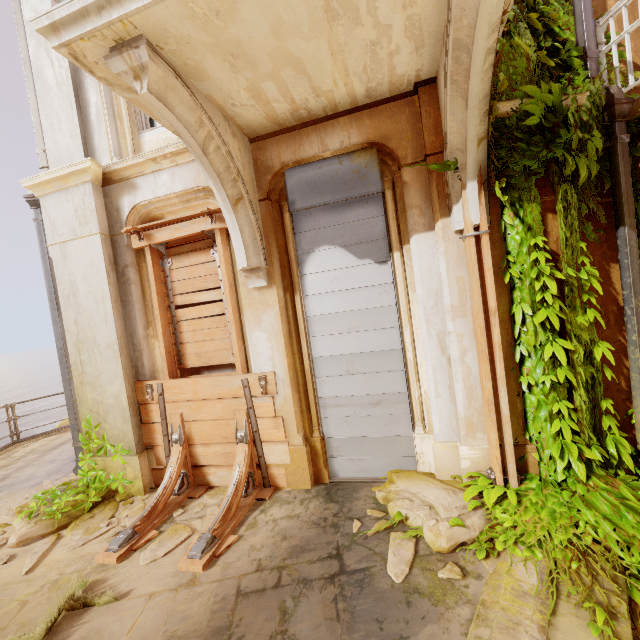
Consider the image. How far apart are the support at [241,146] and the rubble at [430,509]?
2.82m

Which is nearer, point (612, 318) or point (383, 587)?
point (383, 587)

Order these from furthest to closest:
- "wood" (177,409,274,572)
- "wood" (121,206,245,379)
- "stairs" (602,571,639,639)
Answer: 1. "wood" (121,206,245,379)
2. "wood" (177,409,274,572)
3. "stairs" (602,571,639,639)

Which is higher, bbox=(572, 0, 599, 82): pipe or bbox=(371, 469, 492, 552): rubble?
bbox=(572, 0, 599, 82): pipe

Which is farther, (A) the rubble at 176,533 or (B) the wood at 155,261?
(B) the wood at 155,261

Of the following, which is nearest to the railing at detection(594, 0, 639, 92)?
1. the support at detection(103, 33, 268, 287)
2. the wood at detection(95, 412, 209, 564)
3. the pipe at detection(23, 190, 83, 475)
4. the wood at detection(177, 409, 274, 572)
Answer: the support at detection(103, 33, 268, 287)

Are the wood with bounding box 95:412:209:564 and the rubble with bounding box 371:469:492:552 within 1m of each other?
no

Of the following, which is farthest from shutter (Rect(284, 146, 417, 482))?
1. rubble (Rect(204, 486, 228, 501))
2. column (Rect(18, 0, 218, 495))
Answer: rubble (Rect(204, 486, 228, 501))
